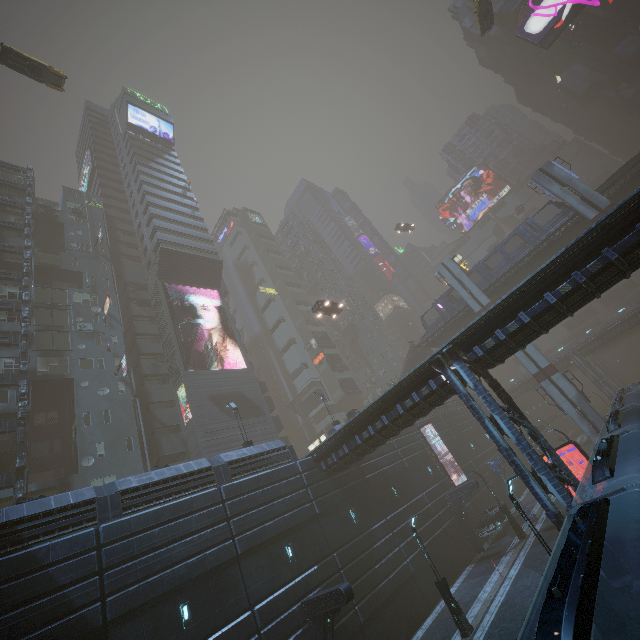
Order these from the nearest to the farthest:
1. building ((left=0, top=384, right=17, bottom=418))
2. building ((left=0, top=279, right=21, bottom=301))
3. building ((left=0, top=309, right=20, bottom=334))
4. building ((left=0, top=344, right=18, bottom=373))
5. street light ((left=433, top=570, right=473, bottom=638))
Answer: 1. street light ((left=433, top=570, right=473, bottom=638))
2. building ((left=0, top=384, right=17, bottom=418))
3. building ((left=0, top=344, right=18, bottom=373))
4. building ((left=0, top=309, right=20, bottom=334))
5. building ((left=0, top=279, right=21, bottom=301))

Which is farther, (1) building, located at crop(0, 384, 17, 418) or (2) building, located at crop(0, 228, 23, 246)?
(2) building, located at crop(0, 228, 23, 246)

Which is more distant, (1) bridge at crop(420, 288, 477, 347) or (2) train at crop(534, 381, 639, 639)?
(1) bridge at crop(420, 288, 477, 347)

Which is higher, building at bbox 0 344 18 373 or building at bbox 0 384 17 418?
building at bbox 0 344 18 373

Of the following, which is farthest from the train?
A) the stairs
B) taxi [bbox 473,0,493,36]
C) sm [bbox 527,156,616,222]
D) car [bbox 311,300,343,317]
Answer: taxi [bbox 473,0,493,36]

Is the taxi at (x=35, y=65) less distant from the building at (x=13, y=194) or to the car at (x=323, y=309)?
the car at (x=323, y=309)

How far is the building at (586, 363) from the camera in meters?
49.9 m

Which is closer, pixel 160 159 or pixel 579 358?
pixel 579 358
